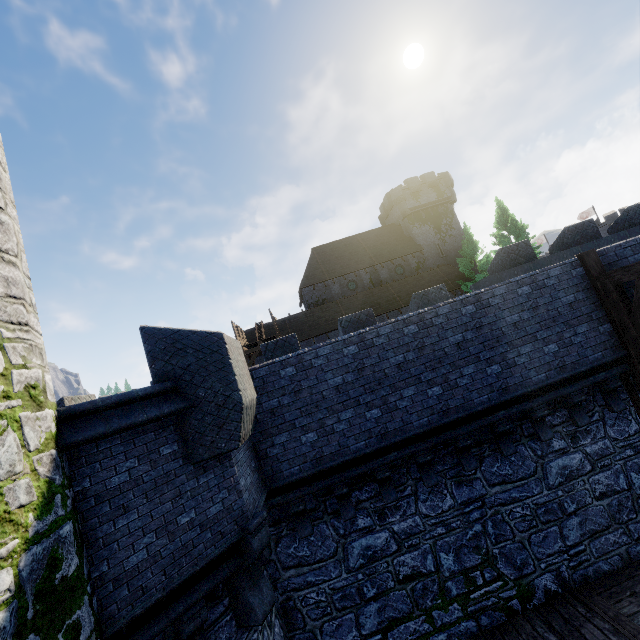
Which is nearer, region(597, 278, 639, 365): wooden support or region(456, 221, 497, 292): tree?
region(597, 278, 639, 365): wooden support

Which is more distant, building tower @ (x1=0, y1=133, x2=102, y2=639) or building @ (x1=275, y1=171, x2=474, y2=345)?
building @ (x1=275, y1=171, x2=474, y2=345)

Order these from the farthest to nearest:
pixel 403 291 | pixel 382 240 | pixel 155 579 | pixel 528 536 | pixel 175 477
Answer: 1. pixel 382 240
2. pixel 403 291
3. pixel 528 536
4. pixel 175 477
5. pixel 155 579

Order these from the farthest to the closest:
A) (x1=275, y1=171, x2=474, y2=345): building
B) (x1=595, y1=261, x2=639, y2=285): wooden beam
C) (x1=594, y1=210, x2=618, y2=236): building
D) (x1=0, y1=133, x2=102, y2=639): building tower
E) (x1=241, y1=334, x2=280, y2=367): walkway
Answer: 1. (x1=594, y1=210, x2=618, y2=236): building
2. (x1=275, y1=171, x2=474, y2=345): building
3. (x1=241, y1=334, x2=280, y2=367): walkway
4. (x1=595, y1=261, x2=639, y2=285): wooden beam
5. (x1=0, y1=133, x2=102, y2=639): building tower

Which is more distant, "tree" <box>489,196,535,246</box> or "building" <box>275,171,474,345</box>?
"building" <box>275,171,474,345</box>

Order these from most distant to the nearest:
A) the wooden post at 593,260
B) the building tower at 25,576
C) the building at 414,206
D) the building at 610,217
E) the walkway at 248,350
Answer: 1. the building at 610,217
2. the building at 414,206
3. the walkway at 248,350
4. the wooden post at 593,260
5. the building tower at 25,576

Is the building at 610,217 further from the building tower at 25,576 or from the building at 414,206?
the building tower at 25,576

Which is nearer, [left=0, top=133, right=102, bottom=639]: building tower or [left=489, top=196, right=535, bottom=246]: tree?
[left=0, top=133, right=102, bottom=639]: building tower
